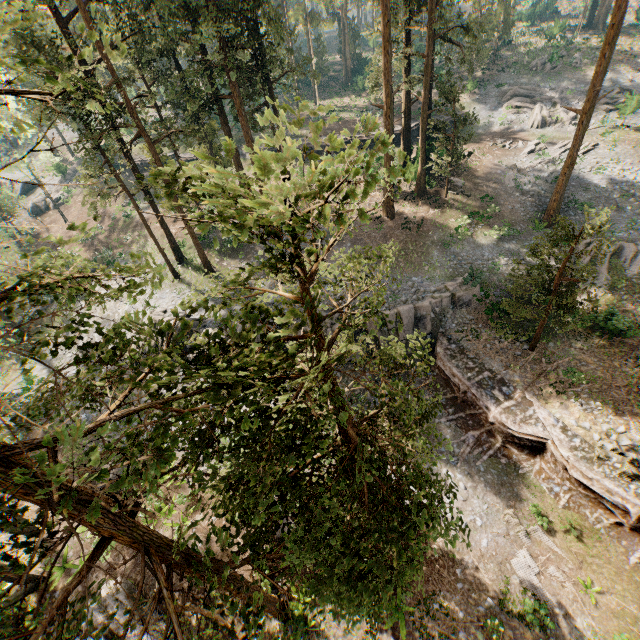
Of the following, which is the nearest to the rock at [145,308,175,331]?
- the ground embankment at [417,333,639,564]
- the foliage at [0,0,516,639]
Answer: the ground embankment at [417,333,639,564]

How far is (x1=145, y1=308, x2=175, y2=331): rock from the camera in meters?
24.3 m

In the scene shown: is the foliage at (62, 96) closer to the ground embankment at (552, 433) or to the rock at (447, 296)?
the ground embankment at (552, 433)

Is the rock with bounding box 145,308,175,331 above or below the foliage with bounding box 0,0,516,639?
below

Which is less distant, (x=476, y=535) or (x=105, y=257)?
(x=476, y=535)
